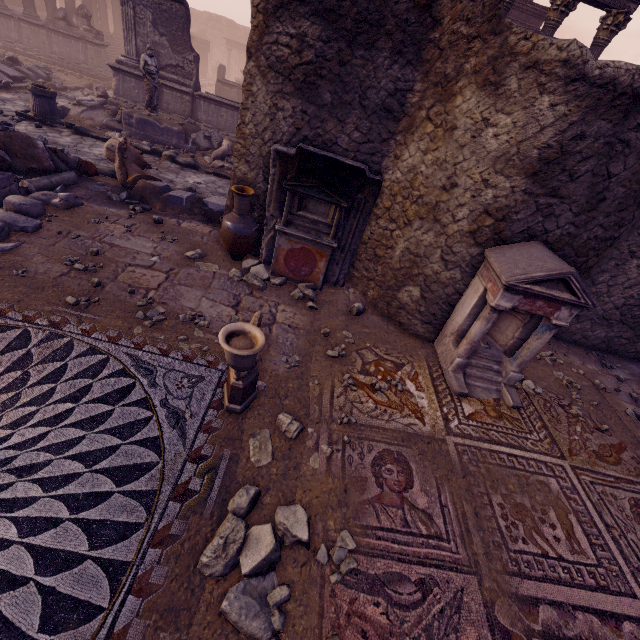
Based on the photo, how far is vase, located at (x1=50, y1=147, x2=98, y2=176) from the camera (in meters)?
7.02

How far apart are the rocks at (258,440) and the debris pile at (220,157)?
8.8 meters

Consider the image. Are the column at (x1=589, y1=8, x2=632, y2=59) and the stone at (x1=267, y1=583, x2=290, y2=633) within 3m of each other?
no

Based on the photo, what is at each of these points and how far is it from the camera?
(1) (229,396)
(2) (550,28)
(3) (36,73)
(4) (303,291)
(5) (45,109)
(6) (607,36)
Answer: (1) sculpture, 3.5m
(2) column, 10.2m
(3) debris pile, 12.8m
(4) rocks, 5.8m
(5) column base, 9.5m
(6) column, 10.1m

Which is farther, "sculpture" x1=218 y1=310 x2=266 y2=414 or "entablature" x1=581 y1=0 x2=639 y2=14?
"entablature" x1=581 y1=0 x2=639 y2=14

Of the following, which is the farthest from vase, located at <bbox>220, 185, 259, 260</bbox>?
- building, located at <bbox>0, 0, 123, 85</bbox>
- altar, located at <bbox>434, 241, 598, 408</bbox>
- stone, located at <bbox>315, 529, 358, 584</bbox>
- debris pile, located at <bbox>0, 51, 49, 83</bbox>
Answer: building, located at <bbox>0, 0, 123, 85</bbox>

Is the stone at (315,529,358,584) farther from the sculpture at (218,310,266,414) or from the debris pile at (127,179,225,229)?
the debris pile at (127,179,225,229)

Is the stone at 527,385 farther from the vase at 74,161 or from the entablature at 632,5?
the entablature at 632,5
